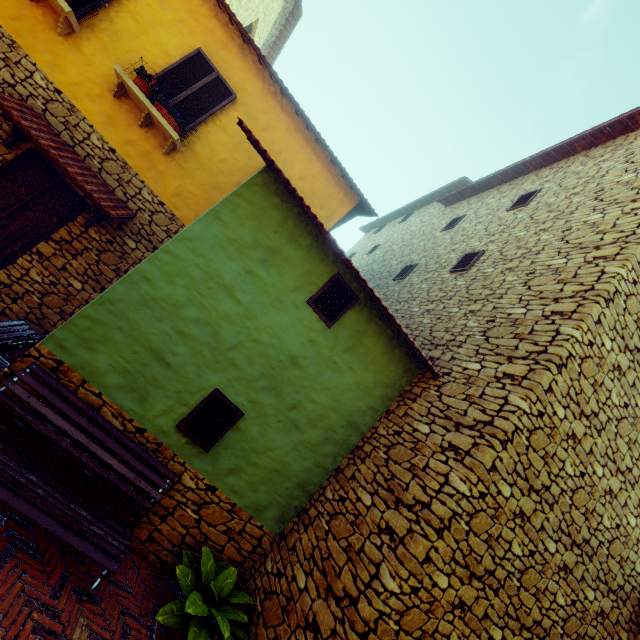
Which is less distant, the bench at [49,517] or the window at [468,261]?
the bench at [49,517]

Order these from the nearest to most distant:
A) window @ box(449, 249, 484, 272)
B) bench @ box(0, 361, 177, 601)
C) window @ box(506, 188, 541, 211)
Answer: bench @ box(0, 361, 177, 601) < window @ box(449, 249, 484, 272) < window @ box(506, 188, 541, 211)

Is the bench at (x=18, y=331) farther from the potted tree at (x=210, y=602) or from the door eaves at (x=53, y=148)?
the potted tree at (x=210, y=602)

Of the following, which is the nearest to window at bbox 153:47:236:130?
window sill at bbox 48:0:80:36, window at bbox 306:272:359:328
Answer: window sill at bbox 48:0:80:36

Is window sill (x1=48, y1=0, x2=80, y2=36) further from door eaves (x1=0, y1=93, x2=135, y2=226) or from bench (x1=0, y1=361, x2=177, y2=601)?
bench (x1=0, y1=361, x2=177, y2=601)

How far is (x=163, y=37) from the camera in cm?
646

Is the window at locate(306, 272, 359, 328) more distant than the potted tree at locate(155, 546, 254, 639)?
Yes

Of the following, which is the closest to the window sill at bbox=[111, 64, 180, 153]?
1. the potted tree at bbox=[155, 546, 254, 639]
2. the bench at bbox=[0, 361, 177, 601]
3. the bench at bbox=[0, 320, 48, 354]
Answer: the bench at bbox=[0, 320, 48, 354]
